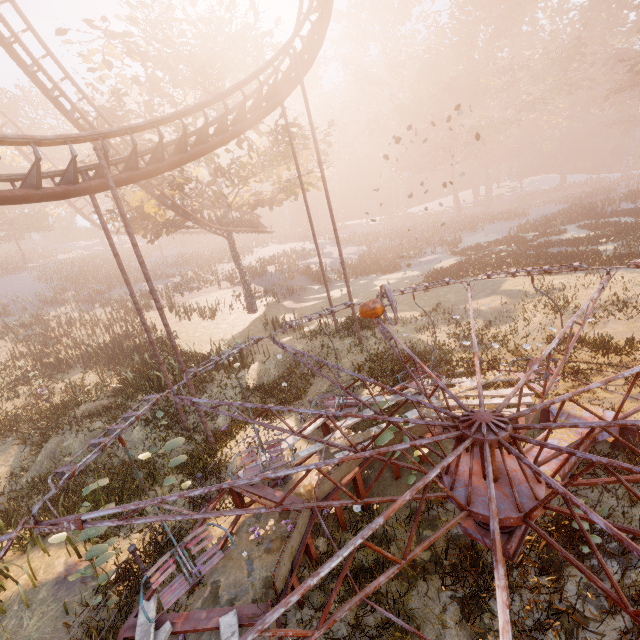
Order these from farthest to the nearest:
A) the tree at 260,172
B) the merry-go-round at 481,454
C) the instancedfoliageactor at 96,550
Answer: the tree at 260,172
the instancedfoliageactor at 96,550
the merry-go-round at 481,454

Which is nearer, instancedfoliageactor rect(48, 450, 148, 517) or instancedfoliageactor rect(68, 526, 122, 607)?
instancedfoliageactor rect(68, 526, 122, 607)

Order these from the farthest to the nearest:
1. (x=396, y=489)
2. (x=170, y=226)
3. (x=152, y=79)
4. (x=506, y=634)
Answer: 1. (x=170, y=226)
2. (x=152, y=79)
3. (x=396, y=489)
4. (x=506, y=634)

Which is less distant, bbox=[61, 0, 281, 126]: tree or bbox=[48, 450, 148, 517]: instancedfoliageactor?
bbox=[48, 450, 148, 517]: instancedfoliageactor

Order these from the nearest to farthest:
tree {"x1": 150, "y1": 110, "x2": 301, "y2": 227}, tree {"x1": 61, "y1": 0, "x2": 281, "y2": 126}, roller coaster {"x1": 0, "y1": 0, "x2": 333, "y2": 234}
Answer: roller coaster {"x1": 0, "y1": 0, "x2": 333, "y2": 234} → tree {"x1": 61, "y1": 0, "x2": 281, "y2": 126} → tree {"x1": 150, "y1": 110, "x2": 301, "y2": 227}

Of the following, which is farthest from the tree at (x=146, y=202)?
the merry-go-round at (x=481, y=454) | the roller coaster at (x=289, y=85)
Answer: the merry-go-round at (x=481, y=454)

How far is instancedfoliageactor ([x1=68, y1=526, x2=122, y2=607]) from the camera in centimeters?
622cm

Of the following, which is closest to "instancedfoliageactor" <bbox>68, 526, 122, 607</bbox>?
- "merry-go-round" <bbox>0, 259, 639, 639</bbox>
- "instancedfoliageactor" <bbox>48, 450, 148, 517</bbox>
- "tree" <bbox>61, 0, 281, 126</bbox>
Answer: "merry-go-round" <bbox>0, 259, 639, 639</bbox>
